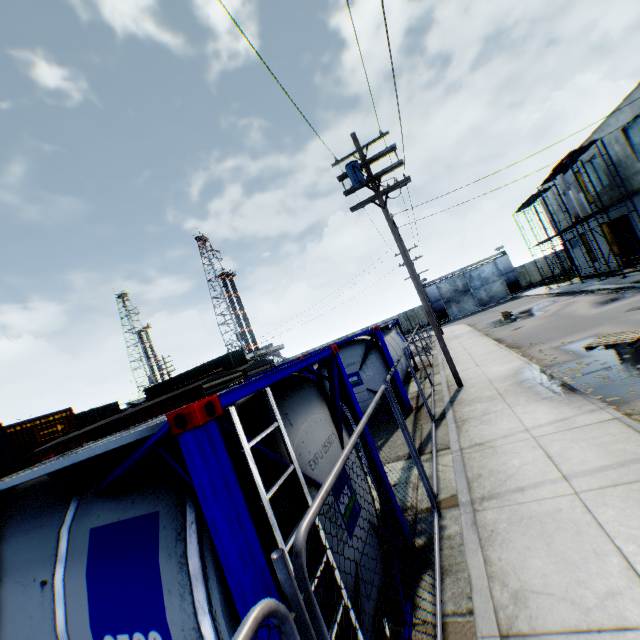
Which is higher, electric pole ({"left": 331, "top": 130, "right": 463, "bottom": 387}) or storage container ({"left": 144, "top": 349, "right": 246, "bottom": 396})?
electric pole ({"left": 331, "top": 130, "right": 463, "bottom": 387})

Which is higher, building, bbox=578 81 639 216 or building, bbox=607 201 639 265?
building, bbox=578 81 639 216

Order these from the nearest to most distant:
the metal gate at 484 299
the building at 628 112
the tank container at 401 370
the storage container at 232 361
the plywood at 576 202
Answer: the tank container at 401 370 → the building at 628 112 → the plywood at 576 202 → the storage container at 232 361 → the metal gate at 484 299

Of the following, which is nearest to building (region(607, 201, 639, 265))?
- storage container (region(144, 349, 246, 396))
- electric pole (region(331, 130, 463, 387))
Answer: electric pole (region(331, 130, 463, 387))

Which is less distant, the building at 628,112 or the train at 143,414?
the train at 143,414

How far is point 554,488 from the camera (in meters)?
4.51

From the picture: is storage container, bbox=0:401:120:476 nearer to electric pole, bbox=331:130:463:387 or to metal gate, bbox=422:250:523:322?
electric pole, bbox=331:130:463:387

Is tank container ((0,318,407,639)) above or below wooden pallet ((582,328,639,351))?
above
